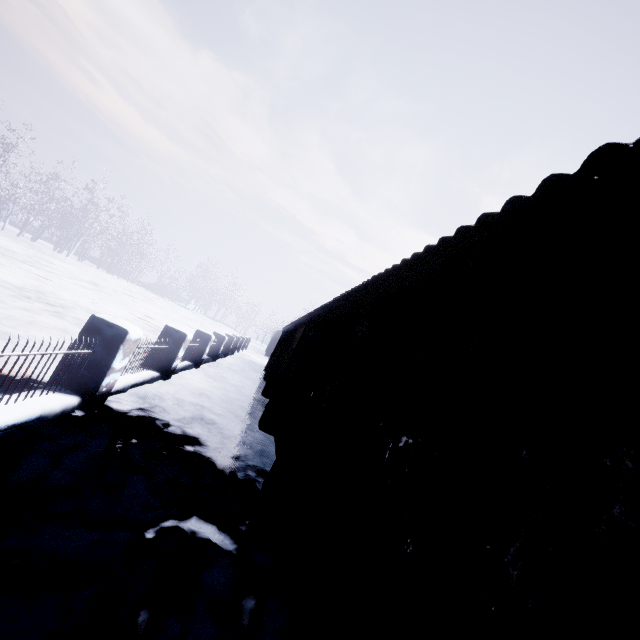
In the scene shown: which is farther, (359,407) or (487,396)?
(359,407)
